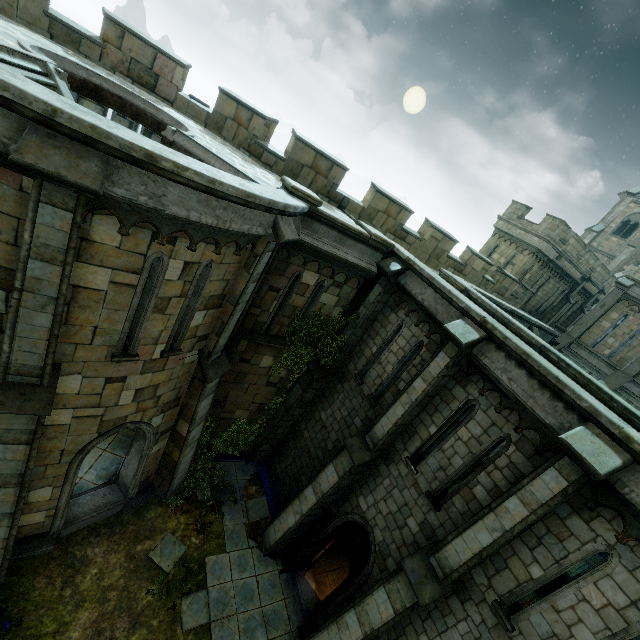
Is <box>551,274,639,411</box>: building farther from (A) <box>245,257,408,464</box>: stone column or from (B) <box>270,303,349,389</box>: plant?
(B) <box>270,303,349,389</box>: plant

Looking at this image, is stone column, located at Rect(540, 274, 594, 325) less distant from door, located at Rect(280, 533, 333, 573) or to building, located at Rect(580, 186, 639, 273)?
building, located at Rect(580, 186, 639, 273)

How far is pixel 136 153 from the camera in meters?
4.3 m

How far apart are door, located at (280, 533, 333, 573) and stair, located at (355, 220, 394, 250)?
9.0 meters

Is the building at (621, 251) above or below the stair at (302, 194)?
above

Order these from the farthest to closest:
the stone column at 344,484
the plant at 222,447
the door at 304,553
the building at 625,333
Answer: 1. the building at 625,333
2. the plant at 222,447
3. the door at 304,553
4. the stone column at 344,484

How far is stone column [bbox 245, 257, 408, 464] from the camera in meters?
10.3 m

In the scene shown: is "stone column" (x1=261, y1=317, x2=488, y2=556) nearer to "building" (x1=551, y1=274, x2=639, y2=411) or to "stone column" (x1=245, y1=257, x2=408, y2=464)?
"stone column" (x1=245, y1=257, x2=408, y2=464)
